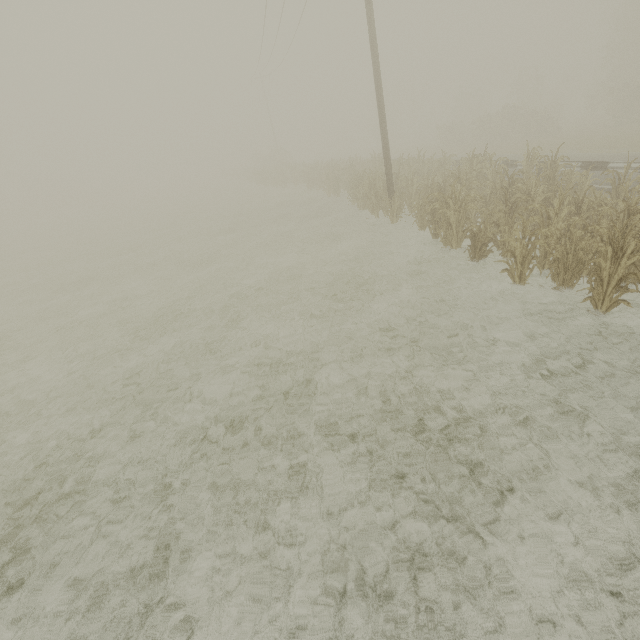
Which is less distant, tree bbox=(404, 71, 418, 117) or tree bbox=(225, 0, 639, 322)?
tree bbox=(225, 0, 639, 322)

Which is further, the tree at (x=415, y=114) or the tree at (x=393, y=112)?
the tree at (x=415, y=114)

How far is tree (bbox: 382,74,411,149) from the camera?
53.5m

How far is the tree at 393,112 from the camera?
53.5m

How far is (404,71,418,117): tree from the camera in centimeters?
5544cm

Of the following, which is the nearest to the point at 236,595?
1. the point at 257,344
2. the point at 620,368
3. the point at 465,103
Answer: the point at 257,344

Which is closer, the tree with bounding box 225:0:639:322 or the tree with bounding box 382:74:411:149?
the tree with bounding box 225:0:639:322

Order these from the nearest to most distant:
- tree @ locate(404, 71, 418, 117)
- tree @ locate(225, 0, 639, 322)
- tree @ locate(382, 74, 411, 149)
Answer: tree @ locate(225, 0, 639, 322)
tree @ locate(382, 74, 411, 149)
tree @ locate(404, 71, 418, 117)
